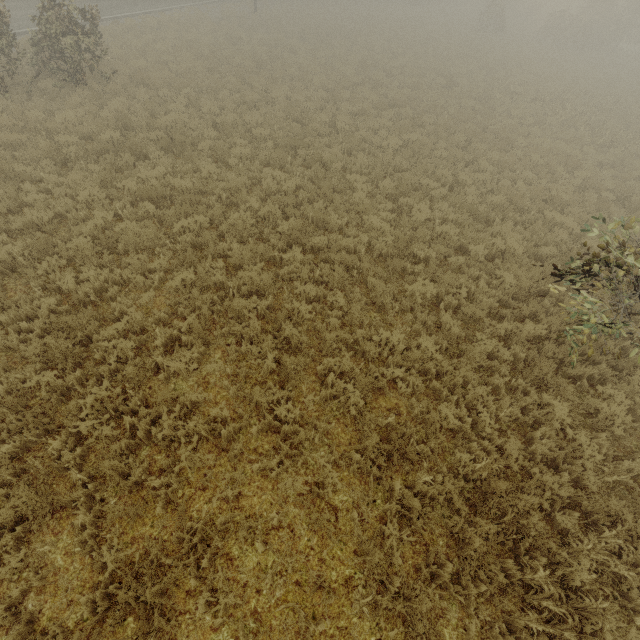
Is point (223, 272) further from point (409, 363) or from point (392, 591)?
point (392, 591)
